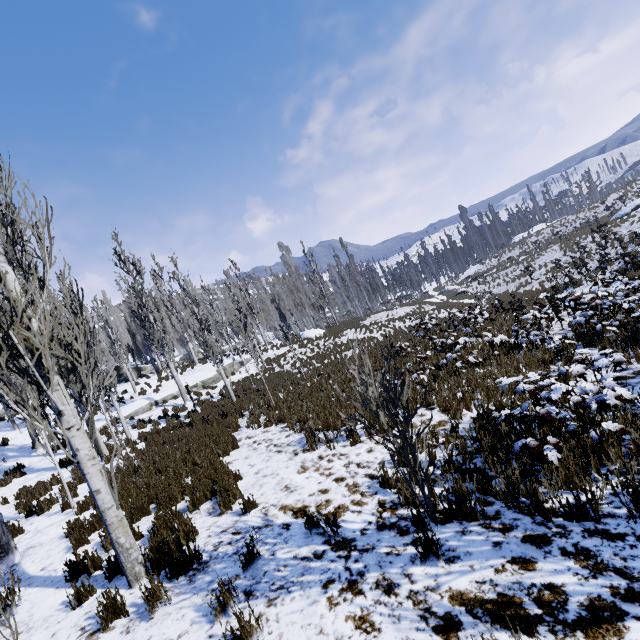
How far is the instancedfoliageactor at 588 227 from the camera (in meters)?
31.67

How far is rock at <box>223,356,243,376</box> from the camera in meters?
24.8

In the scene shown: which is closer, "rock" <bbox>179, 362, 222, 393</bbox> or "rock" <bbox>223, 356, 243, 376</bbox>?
"rock" <bbox>179, 362, 222, 393</bbox>

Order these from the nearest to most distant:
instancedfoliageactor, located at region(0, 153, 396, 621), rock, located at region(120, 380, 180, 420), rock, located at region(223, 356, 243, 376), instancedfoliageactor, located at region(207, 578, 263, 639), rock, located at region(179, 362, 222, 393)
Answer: instancedfoliageactor, located at region(207, 578, 263, 639)
instancedfoliageactor, located at region(0, 153, 396, 621)
rock, located at region(120, 380, 180, 420)
rock, located at region(179, 362, 222, 393)
rock, located at region(223, 356, 243, 376)

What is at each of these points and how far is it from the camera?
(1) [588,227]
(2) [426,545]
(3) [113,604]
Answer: (1) instancedfoliageactor, 35.8 meters
(2) instancedfoliageactor, 3.4 meters
(3) instancedfoliageactor, 3.9 meters

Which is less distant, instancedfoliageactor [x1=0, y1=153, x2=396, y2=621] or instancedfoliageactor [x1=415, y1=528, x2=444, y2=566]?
instancedfoliageactor [x1=415, y1=528, x2=444, y2=566]
